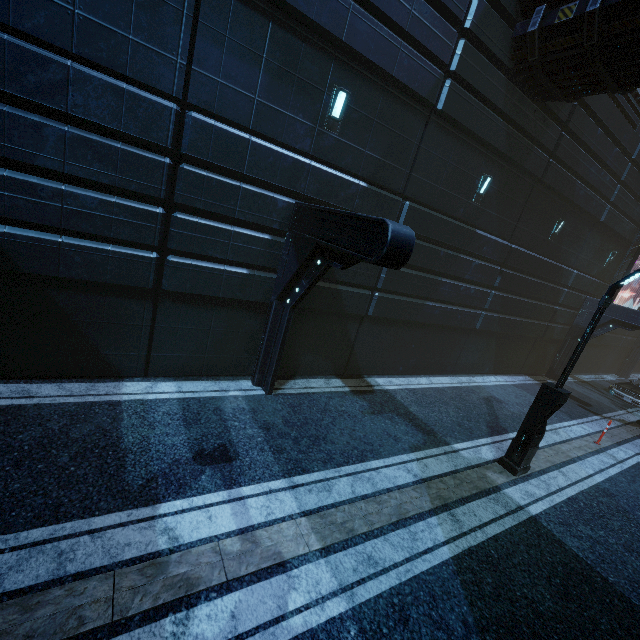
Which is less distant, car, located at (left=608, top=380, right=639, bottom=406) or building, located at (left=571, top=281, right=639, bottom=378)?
building, located at (left=571, top=281, right=639, bottom=378)

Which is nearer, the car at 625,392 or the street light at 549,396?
the street light at 549,396

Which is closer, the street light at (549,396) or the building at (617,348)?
the street light at (549,396)

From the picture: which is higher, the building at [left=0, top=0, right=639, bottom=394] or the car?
the building at [left=0, top=0, right=639, bottom=394]

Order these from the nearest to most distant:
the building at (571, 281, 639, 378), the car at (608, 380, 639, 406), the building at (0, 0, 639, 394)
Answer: the building at (0, 0, 639, 394) < the building at (571, 281, 639, 378) < the car at (608, 380, 639, 406)

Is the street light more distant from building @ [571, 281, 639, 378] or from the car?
the car

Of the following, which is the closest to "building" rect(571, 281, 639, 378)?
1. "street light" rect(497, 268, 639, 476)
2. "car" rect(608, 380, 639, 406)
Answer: "car" rect(608, 380, 639, 406)

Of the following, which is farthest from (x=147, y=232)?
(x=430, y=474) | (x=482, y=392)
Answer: (x=482, y=392)
